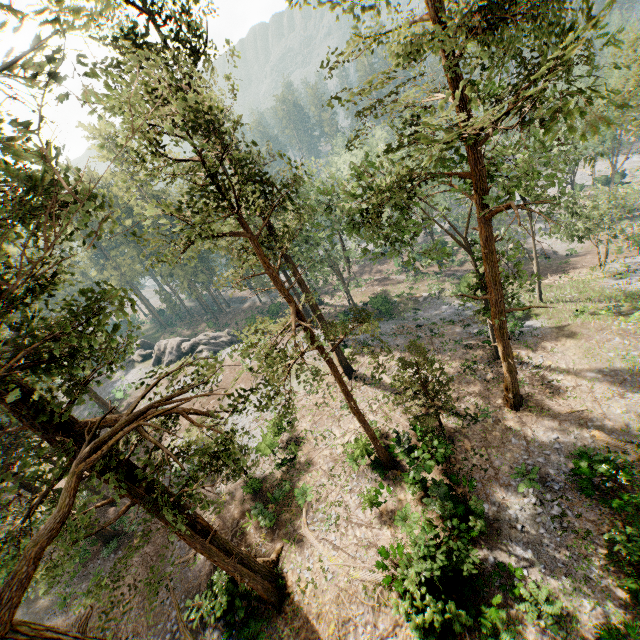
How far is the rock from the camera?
46.25m

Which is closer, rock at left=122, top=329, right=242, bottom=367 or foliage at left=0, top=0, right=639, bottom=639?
foliage at left=0, top=0, right=639, bottom=639

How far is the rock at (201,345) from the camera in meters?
46.2 m

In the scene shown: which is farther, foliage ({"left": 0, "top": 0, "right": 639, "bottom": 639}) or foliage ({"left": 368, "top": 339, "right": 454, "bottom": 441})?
foliage ({"left": 368, "top": 339, "right": 454, "bottom": 441})

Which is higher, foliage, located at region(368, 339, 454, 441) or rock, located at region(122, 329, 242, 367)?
foliage, located at region(368, 339, 454, 441)

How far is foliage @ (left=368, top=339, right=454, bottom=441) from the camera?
17.91m

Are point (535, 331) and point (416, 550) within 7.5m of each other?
no

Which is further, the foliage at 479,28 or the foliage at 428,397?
the foliage at 428,397
